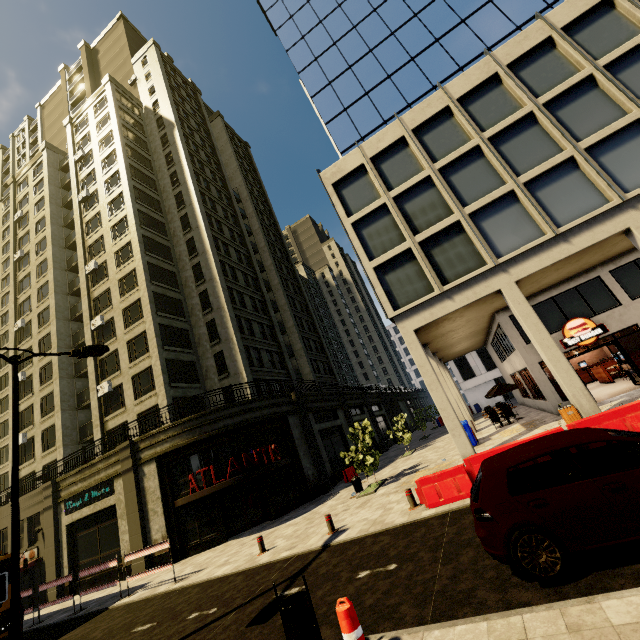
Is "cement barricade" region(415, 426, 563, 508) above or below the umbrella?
below

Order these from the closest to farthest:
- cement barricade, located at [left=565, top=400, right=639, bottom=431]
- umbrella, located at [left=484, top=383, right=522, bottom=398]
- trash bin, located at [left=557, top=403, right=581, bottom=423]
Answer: cement barricade, located at [left=565, top=400, right=639, bottom=431]
trash bin, located at [left=557, top=403, right=581, bottom=423]
umbrella, located at [left=484, top=383, right=522, bottom=398]

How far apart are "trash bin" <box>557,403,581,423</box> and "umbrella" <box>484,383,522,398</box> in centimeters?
745cm

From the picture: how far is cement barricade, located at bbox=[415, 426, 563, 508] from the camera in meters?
8.8

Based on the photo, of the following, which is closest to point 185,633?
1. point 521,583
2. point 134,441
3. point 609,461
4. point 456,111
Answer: point 521,583

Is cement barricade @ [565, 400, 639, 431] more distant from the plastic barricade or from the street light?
the street light

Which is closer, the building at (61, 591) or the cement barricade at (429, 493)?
the cement barricade at (429, 493)
